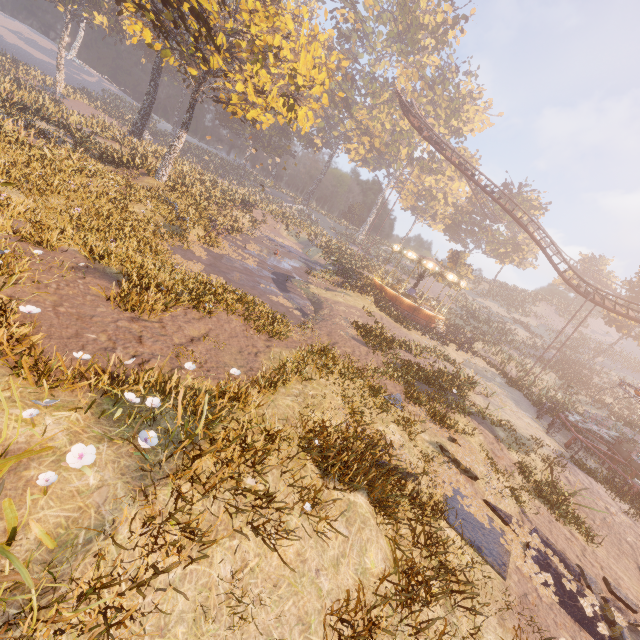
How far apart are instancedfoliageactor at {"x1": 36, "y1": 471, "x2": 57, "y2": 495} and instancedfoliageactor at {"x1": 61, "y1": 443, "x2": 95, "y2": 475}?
0.2m

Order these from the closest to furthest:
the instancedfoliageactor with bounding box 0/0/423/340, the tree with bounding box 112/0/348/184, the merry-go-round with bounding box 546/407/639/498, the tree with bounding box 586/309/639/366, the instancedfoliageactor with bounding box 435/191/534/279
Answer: the instancedfoliageactor with bounding box 0/0/423/340, the merry-go-round with bounding box 546/407/639/498, the tree with bounding box 112/0/348/184, the tree with bounding box 586/309/639/366, the instancedfoliageactor with bounding box 435/191/534/279

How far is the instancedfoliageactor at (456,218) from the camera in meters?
43.1 m

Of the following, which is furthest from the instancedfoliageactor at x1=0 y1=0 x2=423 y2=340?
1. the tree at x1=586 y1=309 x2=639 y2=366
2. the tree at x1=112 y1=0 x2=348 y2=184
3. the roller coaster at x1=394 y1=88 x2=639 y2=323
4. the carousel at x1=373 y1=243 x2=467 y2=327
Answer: the tree at x1=586 y1=309 x2=639 y2=366

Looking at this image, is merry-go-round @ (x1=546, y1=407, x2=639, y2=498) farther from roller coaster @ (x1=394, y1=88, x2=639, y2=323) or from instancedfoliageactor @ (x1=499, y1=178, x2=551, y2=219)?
instancedfoliageactor @ (x1=499, y1=178, x2=551, y2=219)

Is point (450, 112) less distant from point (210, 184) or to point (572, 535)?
point (210, 184)

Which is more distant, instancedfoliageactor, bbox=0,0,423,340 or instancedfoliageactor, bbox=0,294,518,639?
instancedfoliageactor, bbox=0,0,423,340

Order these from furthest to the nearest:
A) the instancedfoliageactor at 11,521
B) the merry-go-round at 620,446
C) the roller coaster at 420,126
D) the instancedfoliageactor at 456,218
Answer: the instancedfoliageactor at 456,218 < the roller coaster at 420,126 < the merry-go-round at 620,446 < the instancedfoliageactor at 11,521
